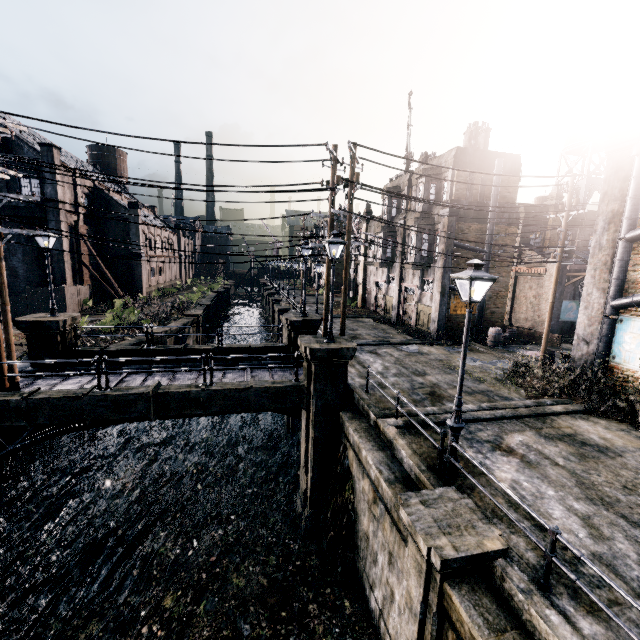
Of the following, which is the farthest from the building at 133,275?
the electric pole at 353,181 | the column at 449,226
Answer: the column at 449,226

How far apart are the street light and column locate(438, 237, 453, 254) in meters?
16.3 m

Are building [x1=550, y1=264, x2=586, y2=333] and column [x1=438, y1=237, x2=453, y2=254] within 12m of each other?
yes

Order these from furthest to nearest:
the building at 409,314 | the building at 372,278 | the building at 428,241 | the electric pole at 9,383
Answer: the building at 372,278 → the building at 409,314 → the building at 428,241 → the electric pole at 9,383

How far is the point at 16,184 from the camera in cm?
3053

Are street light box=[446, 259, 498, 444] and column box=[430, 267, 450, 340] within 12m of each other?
no

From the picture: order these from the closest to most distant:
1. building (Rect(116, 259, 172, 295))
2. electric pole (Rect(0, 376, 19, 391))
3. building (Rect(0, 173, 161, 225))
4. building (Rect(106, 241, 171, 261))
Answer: electric pole (Rect(0, 376, 19, 391)) < building (Rect(0, 173, 161, 225)) < building (Rect(106, 241, 171, 261)) < building (Rect(116, 259, 172, 295))

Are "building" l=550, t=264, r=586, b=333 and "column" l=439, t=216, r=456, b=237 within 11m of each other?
yes
